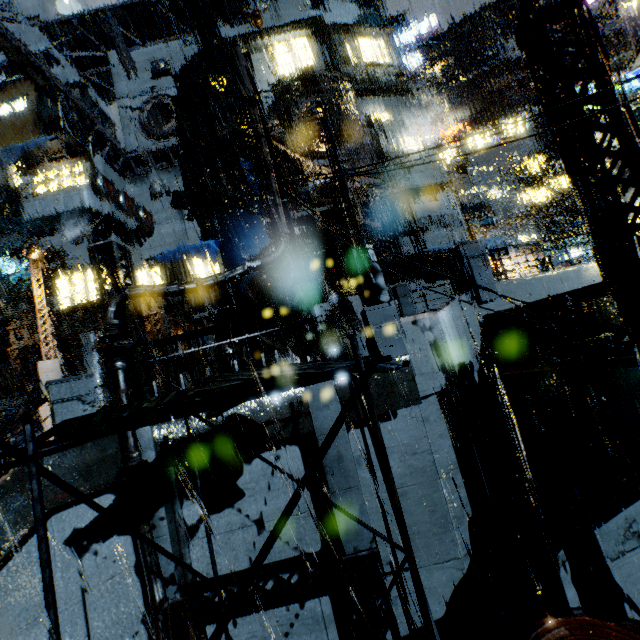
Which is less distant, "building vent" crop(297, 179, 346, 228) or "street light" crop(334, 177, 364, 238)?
"street light" crop(334, 177, 364, 238)

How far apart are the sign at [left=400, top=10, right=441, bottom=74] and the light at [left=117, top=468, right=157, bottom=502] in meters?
32.0

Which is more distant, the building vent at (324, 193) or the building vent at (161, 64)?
the building vent at (161, 64)

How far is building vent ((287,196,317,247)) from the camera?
17.0m

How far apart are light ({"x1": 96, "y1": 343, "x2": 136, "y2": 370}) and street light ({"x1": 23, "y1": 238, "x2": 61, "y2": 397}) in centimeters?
507cm

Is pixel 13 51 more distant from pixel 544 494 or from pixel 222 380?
pixel 544 494

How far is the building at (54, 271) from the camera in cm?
2662

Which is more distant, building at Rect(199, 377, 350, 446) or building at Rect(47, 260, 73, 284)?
building at Rect(47, 260, 73, 284)
